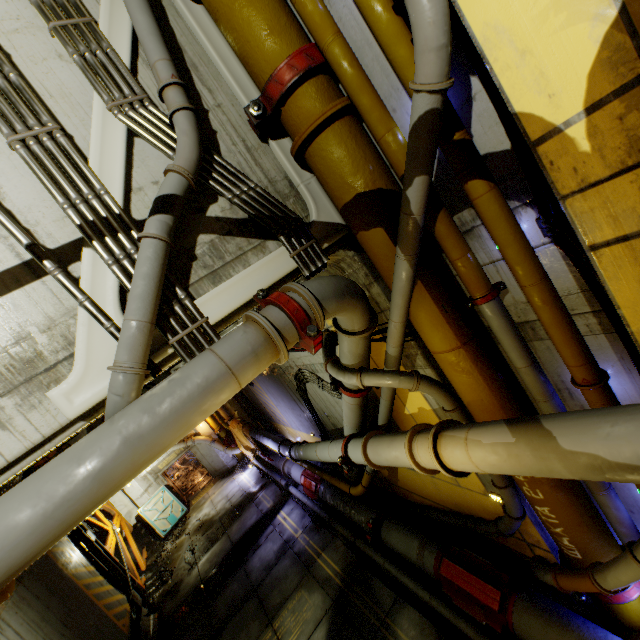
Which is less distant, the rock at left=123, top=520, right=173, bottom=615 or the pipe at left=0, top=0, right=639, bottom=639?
the pipe at left=0, top=0, right=639, bottom=639

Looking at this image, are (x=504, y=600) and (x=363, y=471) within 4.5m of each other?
yes

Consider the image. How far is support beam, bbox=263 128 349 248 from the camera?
4.0m

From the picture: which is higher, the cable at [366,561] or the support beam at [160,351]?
the support beam at [160,351]

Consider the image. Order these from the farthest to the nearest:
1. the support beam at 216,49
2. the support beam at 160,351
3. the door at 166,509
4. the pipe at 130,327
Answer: the door at 166,509 < the support beam at 216,49 < the support beam at 160,351 < the pipe at 130,327

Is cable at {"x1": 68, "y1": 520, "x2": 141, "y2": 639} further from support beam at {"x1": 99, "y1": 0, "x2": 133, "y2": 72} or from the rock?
support beam at {"x1": 99, "y1": 0, "x2": 133, "y2": 72}

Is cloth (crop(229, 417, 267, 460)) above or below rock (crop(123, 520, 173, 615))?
above

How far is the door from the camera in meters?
16.8 m
